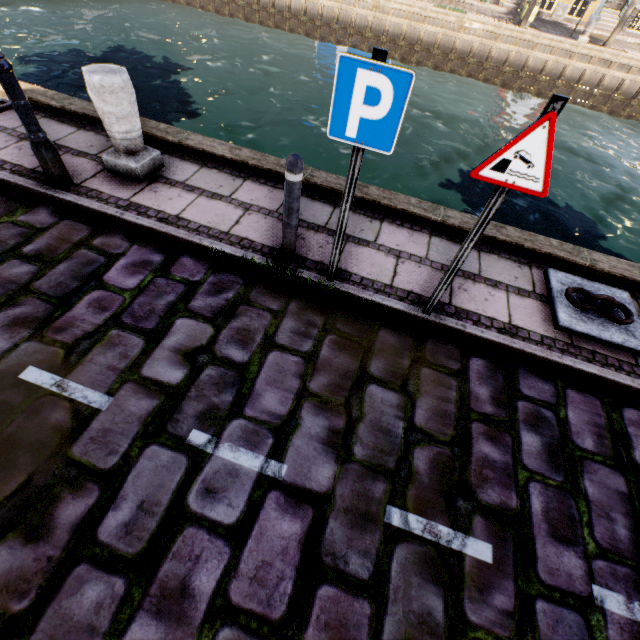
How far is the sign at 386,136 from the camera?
2.0m

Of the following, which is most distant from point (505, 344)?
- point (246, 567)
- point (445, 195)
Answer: point (445, 195)

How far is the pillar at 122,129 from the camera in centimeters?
341cm

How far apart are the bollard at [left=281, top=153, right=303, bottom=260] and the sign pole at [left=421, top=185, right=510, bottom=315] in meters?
1.5

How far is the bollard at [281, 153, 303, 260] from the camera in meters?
2.8

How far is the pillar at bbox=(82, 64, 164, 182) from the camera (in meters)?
3.41

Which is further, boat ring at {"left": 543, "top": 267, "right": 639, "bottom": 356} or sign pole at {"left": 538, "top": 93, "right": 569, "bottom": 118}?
boat ring at {"left": 543, "top": 267, "right": 639, "bottom": 356}

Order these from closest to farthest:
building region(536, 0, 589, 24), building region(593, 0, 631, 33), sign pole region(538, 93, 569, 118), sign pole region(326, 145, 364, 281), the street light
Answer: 1. sign pole region(538, 93, 569, 118)
2. sign pole region(326, 145, 364, 281)
3. the street light
4. building region(593, 0, 631, 33)
5. building region(536, 0, 589, 24)
